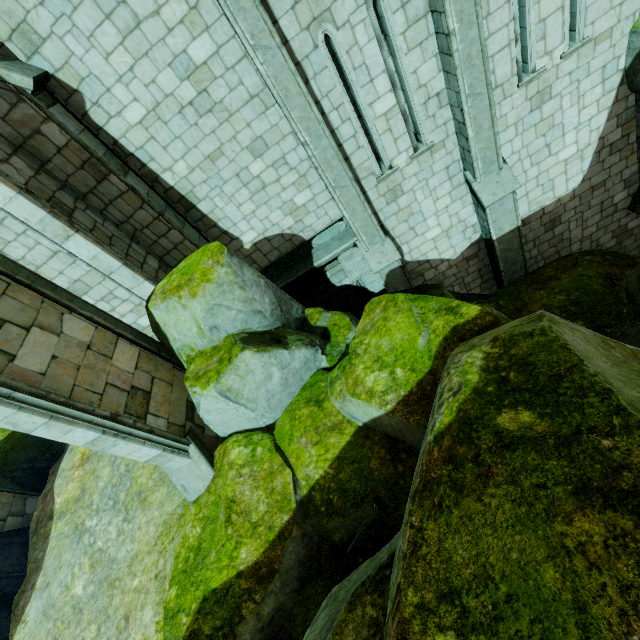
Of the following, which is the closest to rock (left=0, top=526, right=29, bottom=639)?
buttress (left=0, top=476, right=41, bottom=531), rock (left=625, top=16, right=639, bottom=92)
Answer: buttress (left=0, top=476, right=41, bottom=531)

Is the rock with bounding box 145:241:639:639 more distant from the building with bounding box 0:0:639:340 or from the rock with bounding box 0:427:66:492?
the rock with bounding box 0:427:66:492

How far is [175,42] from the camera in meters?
6.0 m

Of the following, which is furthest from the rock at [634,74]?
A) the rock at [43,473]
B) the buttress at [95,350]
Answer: the rock at [43,473]

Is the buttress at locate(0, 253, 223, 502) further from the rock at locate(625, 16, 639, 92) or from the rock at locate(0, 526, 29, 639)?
the rock at locate(0, 526, 29, 639)

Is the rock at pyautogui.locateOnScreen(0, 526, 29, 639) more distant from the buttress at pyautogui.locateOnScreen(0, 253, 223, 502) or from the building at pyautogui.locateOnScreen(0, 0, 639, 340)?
the buttress at pyautogui.locateOnScreen(0, 253, 223, 502)

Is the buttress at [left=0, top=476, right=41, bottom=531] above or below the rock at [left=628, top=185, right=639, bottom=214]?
above

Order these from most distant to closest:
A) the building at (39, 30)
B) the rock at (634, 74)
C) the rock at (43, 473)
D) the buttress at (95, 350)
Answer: the rock at (43, 473), the rock at (634, 74), the building at (39, 30), the buttress at (95, 350)
